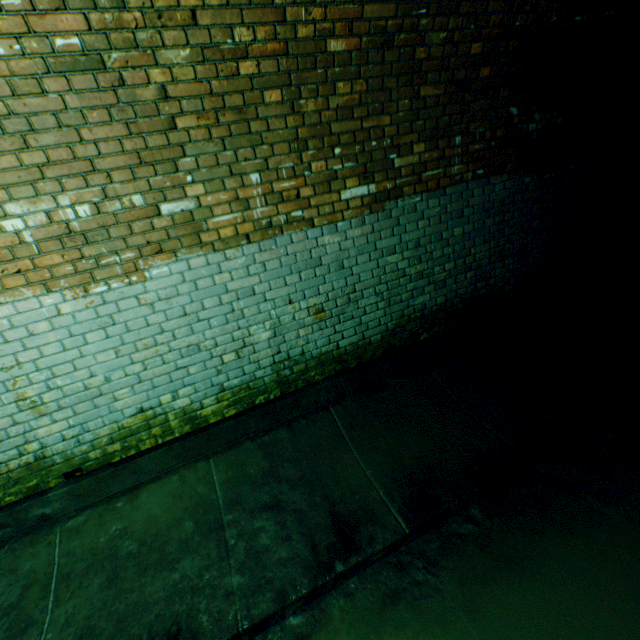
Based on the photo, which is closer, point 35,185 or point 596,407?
point 35,185
